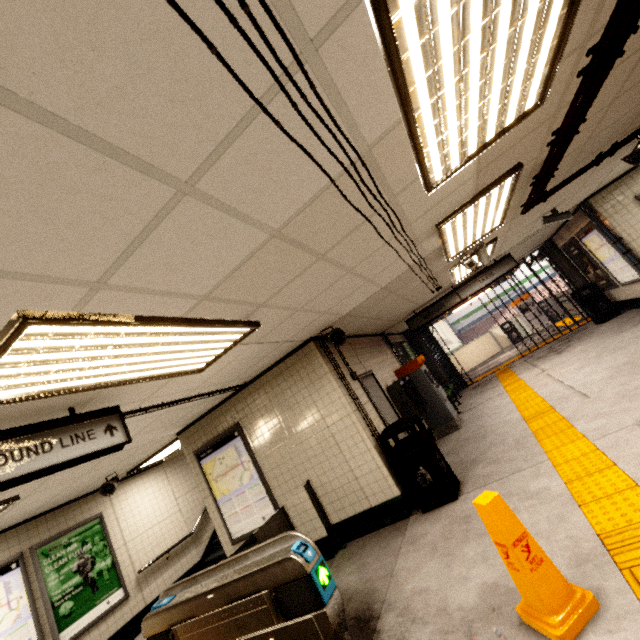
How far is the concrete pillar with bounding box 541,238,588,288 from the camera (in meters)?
10.28

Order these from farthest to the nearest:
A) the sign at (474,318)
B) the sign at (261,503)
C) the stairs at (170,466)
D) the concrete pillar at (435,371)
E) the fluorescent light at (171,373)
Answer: the sign at (474,318) < the concrete pillar at (435,371) < the stairs at (170,466) < the sign at (261,503) < the fluorescent light at (171,373)

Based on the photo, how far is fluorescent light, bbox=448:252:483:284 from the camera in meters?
6.2 m

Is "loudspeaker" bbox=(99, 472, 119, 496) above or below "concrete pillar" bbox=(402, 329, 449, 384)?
above

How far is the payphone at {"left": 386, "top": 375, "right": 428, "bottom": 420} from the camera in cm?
656

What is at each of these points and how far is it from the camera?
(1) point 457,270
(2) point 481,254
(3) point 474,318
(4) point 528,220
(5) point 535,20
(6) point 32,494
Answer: (1) fluorescent light, 6.7m
(2) window, 5.5m
(3) sign, 25.1m
(4) storm drain, 6.2m
(5) fluorescent light, 1.6m
(6) storm drain, 4.8m

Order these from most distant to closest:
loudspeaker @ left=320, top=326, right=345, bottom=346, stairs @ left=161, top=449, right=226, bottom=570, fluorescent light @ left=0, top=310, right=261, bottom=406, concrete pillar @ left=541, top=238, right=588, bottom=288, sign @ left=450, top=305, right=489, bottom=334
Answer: sign @ left=450, top=305, right=489, bottom=334 → concrete pillar @ left=541, top=238, right=588, bottom=288 → stairs @ left=161, top=449, right=226, bottom=570 → loudspeaker @ left=320, top=326, right=345, bottom=346 → fluorescent light @ left=0, top=310, right=261, bottom=406

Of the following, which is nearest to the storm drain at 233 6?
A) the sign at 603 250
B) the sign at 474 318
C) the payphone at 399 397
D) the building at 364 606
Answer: the building at 364 606
